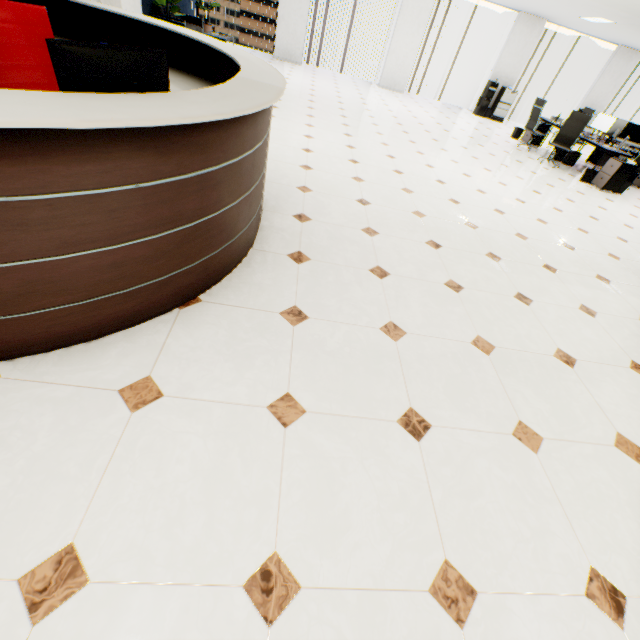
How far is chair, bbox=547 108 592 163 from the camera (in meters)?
7.96

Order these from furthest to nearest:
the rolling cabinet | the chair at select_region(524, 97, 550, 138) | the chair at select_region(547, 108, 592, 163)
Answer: the chair at select_region(524, 97, 550, 138), the chair at select_region(547, 108, 592, 163), the rolling cabinet

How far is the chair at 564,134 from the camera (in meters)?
7.96

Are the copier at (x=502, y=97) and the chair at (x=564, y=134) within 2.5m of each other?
no

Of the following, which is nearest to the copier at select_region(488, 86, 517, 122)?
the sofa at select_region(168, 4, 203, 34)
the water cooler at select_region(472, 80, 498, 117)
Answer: the water cooler at select_region(472, 80, 498, 117)

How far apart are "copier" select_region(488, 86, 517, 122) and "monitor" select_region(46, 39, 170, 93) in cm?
1466

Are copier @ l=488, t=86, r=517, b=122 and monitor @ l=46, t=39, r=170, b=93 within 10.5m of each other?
no

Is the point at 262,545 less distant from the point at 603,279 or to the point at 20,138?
the point at 20,138
